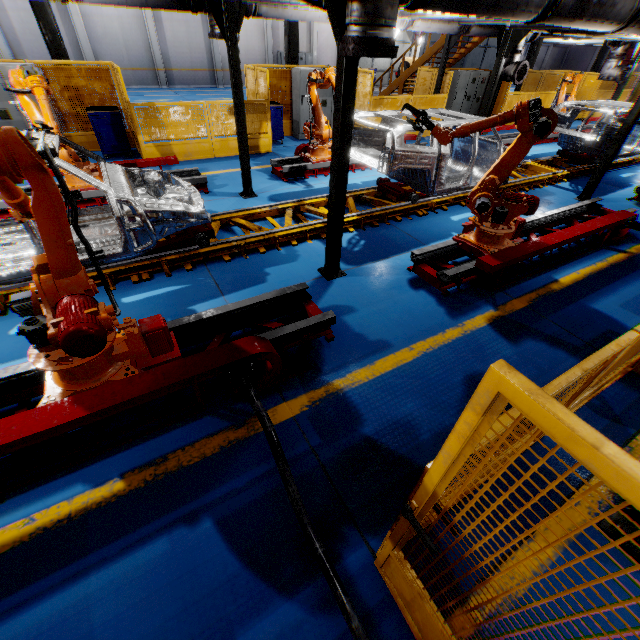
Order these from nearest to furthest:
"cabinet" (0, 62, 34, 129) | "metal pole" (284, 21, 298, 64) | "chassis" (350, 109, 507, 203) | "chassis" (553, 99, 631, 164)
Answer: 1. "chassis" (350, 109, 507, 203)
2. "cabinet" (0, 62, 34, 129)
3. "chassis" (553, 99, 631, 164)
4. "metal pole" (284, 21, 298, 64)

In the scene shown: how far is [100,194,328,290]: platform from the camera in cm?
500

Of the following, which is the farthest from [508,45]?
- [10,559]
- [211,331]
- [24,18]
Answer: [24,18]

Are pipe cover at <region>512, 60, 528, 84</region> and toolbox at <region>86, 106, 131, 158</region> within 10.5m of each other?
no

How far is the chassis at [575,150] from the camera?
9.23m

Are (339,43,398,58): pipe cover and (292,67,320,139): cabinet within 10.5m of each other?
yes

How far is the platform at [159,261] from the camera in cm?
500

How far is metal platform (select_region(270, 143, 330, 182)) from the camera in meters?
8.7
